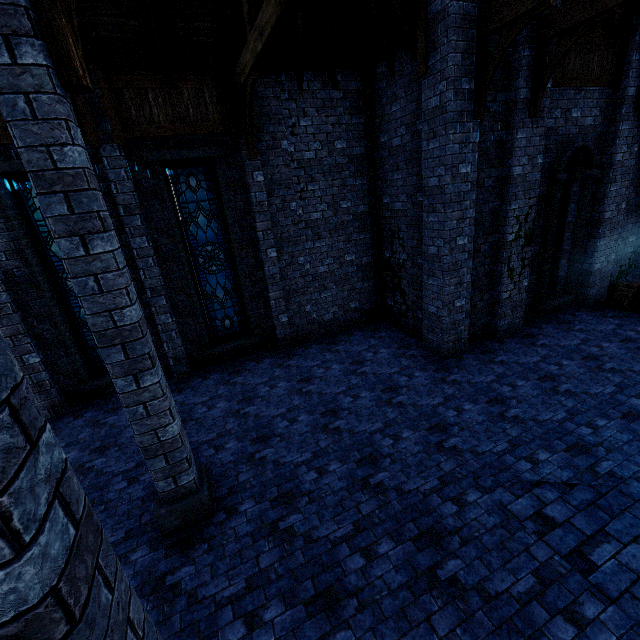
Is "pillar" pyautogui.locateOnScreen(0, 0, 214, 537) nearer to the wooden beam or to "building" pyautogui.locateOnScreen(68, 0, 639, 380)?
"building" pyautogui.locateOnScreen(68, 0, 639, 380)

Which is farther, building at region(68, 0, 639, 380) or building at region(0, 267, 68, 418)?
building at region(0, 267, 68, 418)

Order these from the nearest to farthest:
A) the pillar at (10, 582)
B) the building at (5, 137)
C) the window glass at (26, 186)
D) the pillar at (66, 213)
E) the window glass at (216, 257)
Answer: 1. the pillar at (10, 582)
2. the pillar at (66, 213)
3. the building at (5, 137)
4. the window glass at (26, 186)
5. the window glass at (216, 257)

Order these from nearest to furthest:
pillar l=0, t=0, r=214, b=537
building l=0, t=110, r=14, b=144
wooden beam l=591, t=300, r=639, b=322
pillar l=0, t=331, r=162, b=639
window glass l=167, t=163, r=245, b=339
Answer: pillar l=0, t=331, r=162, b=639 < pillar l=0, t=0, r=214, b=537 < building l=0, t=110, r=14, b=144 < window glass l=167, t=163, r=245, b=339 < wooden beam l=591, t=300, r=639, b=322

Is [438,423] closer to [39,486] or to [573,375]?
[573,375]

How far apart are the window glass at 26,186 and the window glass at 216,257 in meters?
1.8

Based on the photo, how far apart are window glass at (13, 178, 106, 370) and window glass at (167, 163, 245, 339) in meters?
1.8 m

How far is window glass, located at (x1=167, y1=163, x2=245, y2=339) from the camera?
8.02m
